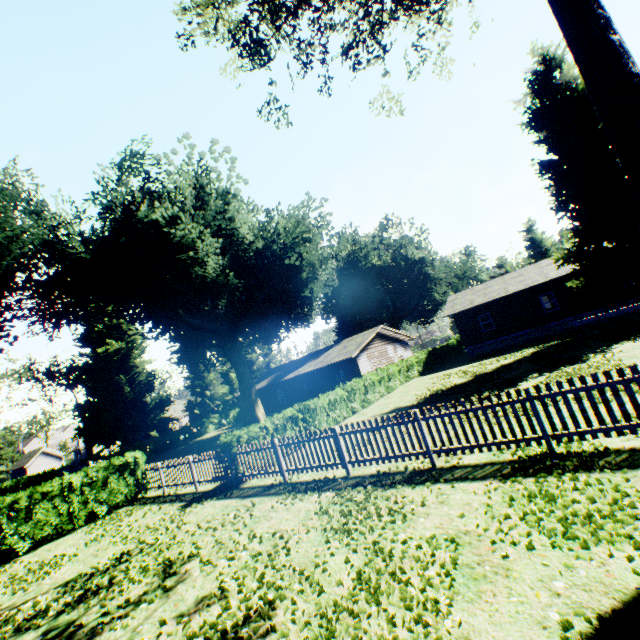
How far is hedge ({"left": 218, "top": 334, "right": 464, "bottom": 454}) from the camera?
12.9 meters

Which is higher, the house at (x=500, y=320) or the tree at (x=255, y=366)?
the tree at (x=255, y=366)

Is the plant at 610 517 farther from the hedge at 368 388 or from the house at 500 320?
the hedge at 368 388

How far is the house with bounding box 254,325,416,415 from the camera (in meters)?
30.94

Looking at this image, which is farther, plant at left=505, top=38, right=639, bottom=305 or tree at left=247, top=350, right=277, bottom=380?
tree at left=247, top=350, right=277, bottom=380

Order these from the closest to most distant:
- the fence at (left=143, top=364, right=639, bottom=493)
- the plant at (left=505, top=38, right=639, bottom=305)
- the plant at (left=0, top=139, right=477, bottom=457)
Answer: the fence at (left=143, top=364, right=639, bottom=493) < the plant at (left=505, top=38, right=639, bottom=305) < the plant at (left=0, top=139, right=477, bottom=457)

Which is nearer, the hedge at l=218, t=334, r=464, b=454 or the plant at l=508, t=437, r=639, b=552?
the plant at l=508, t=437, r=639, b=552

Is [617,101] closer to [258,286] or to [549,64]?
[549,64]
